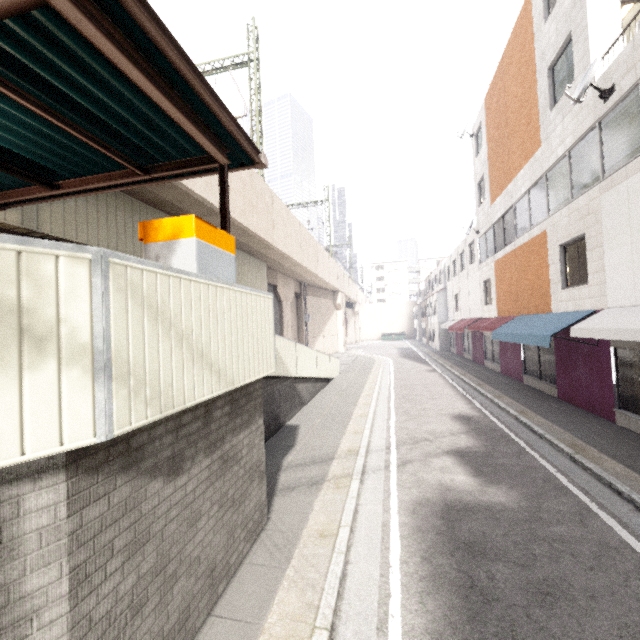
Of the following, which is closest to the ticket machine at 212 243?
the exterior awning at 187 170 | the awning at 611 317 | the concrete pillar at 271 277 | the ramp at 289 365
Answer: the exterior awning at 187 170

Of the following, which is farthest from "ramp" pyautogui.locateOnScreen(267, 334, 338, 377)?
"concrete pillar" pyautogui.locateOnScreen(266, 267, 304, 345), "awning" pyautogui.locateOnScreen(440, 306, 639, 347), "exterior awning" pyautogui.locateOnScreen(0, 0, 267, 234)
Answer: "awning" pyautogui.locateOnScreen(440, 306, 639, 347)

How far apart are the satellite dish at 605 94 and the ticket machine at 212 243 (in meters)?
9.61

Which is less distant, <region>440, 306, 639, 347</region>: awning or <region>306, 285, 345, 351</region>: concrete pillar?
<region>440, 306, 639, 347</region>: awning

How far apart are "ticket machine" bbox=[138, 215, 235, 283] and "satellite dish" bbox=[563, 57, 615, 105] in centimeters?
961cm

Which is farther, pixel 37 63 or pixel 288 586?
pixel 288 586

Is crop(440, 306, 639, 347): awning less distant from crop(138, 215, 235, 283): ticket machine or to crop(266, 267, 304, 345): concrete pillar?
crop(138, 215, 235, 283): ticket machine

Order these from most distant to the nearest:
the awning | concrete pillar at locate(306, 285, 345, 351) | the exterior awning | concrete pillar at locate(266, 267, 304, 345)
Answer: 1. concrete pillar at locate(306, 285, 345, 351)
2. concrete pillar at locate(266, 267, 304, 345)
3. the awning
4. the exterior awning
